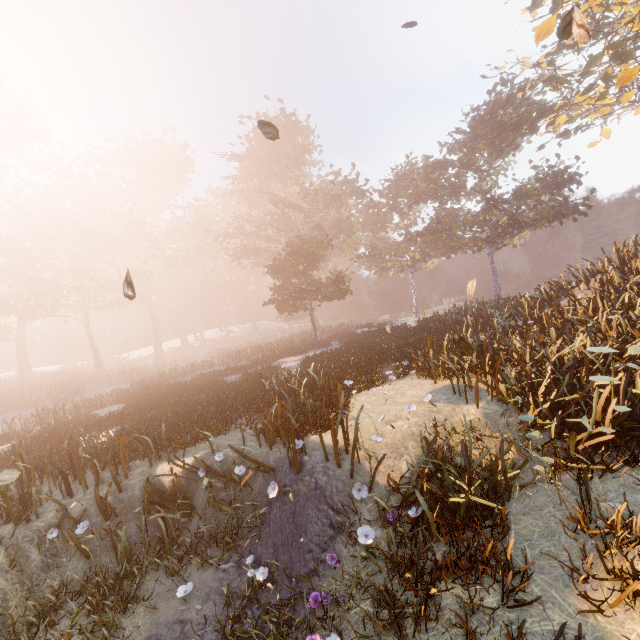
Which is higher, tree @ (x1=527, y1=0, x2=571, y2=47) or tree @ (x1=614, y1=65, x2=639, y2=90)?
tree @ (x1=527, y1=0, x2=571, y2=47)

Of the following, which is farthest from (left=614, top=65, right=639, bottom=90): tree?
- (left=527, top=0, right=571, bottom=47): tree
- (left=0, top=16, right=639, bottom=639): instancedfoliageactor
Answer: (left=0, top=16, right=639, bottom=639): instancedfoliageactor

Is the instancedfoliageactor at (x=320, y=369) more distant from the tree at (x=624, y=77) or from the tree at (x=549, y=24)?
the tree at (x=624, y=77)

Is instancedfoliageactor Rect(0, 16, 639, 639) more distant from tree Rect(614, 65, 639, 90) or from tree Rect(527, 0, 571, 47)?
tree Rect(614, 65, 639, 90)

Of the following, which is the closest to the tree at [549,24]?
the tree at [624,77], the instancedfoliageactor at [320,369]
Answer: the tree at [624,77]

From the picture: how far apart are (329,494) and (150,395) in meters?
16.4 m
